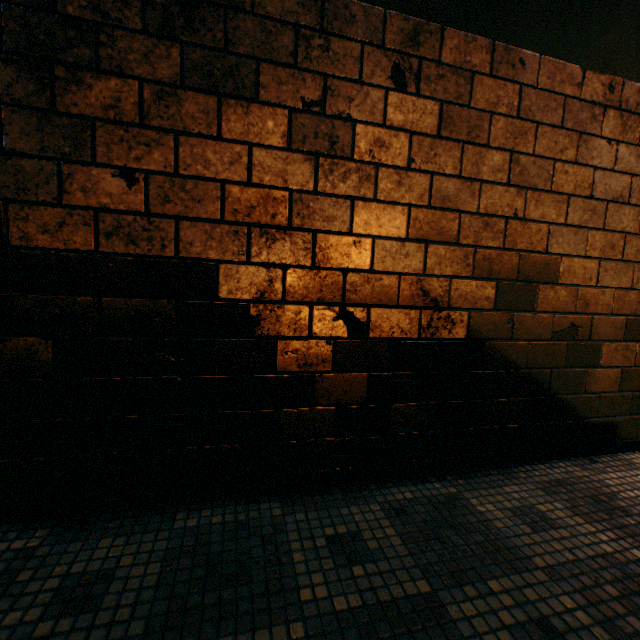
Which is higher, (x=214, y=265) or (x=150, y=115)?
(x=150, y=115)
